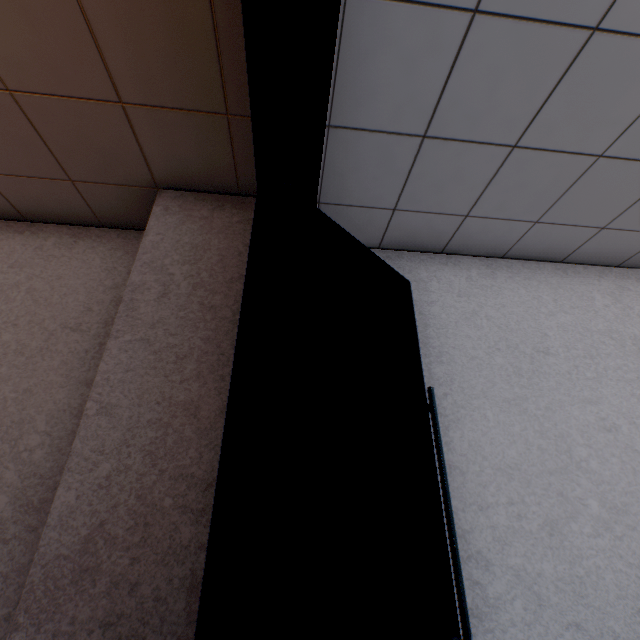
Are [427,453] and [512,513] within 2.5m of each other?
yes
